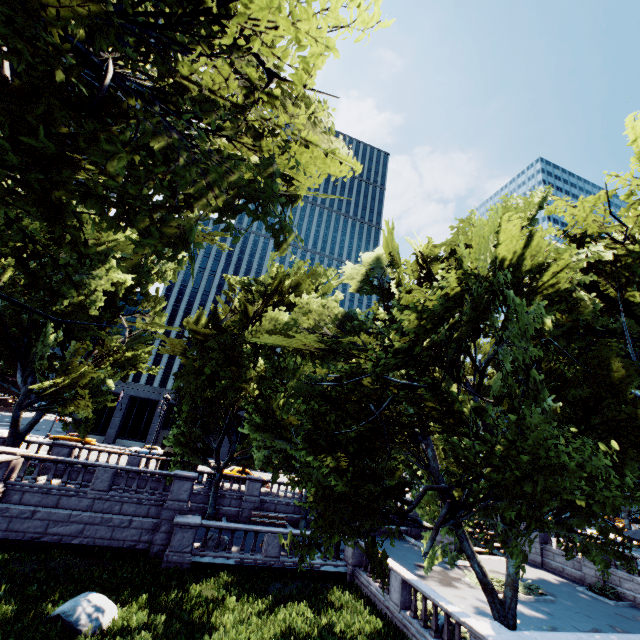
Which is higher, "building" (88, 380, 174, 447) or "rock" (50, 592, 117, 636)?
"building" (88, 380, 174, 447)

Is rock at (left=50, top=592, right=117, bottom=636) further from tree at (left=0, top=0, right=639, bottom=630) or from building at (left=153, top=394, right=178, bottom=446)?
building at (left=153, top=394, right=178, bottom=446)

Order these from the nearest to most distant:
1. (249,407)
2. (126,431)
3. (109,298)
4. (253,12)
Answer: (253,12) < (249,407) < (109,298) < (126,431)

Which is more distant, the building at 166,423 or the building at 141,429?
the building at 166,423

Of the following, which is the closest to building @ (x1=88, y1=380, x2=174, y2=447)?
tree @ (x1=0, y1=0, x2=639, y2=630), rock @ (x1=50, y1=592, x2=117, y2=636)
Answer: tree @ (x1=0, y1=0, x2=639, y2=630)

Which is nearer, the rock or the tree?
the tree

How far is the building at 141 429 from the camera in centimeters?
5175cm
